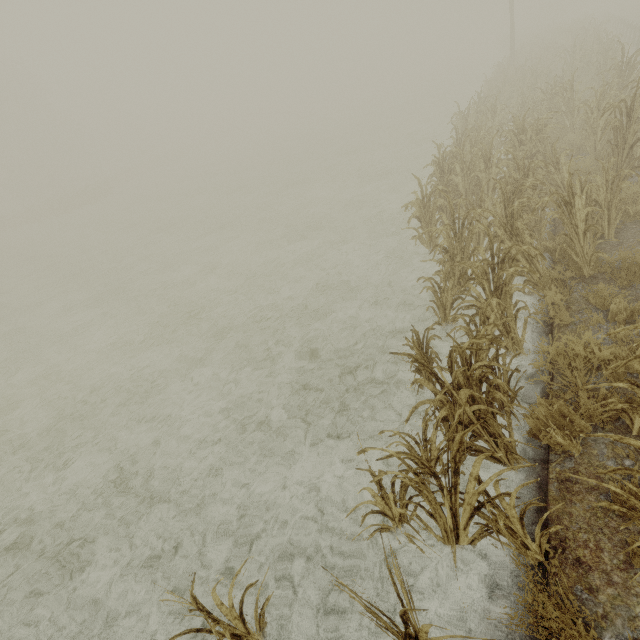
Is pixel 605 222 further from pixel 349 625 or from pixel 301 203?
pixel 301 203
